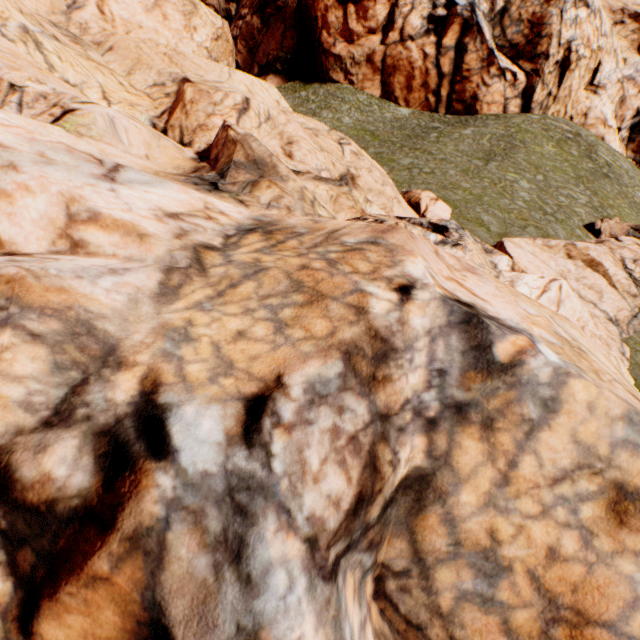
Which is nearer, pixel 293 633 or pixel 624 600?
pixel 293 633
